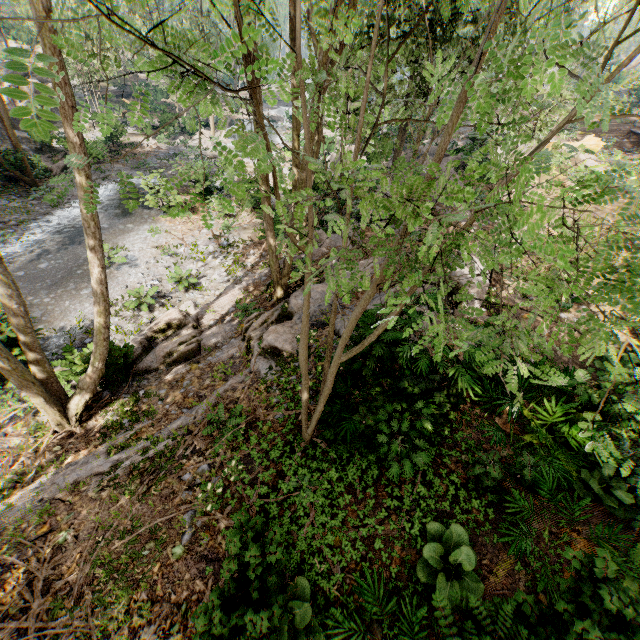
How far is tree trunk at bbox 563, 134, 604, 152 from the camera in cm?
2014

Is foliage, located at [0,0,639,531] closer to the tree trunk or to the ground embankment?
the ground embankment

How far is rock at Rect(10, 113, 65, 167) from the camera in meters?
20.1

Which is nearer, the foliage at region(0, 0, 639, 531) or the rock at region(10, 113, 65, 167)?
the foliage at region(0, 0, 639, 531)

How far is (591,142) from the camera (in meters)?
20.55

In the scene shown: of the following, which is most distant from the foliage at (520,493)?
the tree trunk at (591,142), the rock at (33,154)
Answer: the tree trunk at (591,142)

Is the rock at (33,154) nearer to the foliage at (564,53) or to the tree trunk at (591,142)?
the foliage at (564,53)

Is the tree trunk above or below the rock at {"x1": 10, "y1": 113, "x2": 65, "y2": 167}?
above
